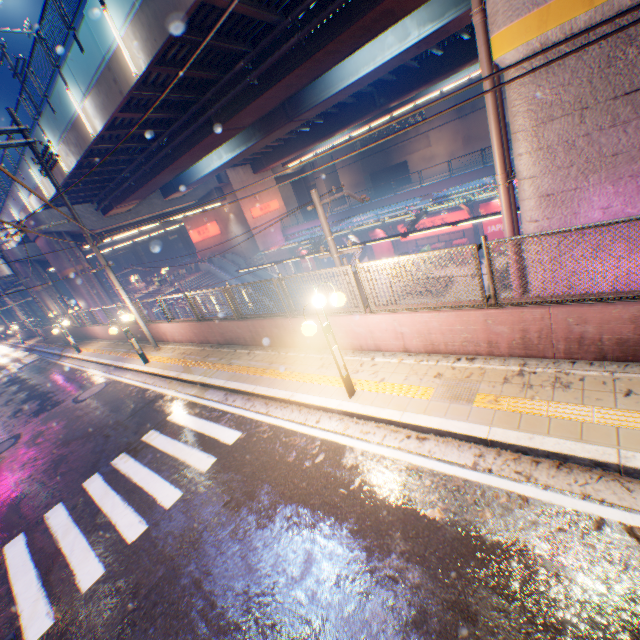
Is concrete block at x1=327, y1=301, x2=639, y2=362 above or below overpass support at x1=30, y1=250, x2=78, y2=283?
below

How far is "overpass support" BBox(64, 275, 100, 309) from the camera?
24.7m

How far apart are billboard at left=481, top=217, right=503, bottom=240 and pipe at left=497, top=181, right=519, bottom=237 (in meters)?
Result: 20.87

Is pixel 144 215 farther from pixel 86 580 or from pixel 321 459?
pixel 321 459

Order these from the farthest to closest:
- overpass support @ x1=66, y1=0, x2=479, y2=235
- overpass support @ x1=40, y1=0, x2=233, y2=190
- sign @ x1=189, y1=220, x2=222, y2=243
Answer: sign @ x1=189, y1=220, x2=222, y2=243
overpass support @ x1=66, y1=0, x2=479, y2=235
overpass support @ x1=40, y1=0, x2=233, y2=190

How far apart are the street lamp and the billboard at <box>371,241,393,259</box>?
26.5 meters

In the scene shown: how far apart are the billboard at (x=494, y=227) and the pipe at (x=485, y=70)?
20.9 meters

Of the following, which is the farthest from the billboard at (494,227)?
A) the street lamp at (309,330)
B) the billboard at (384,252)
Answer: the street lamp at (309,330)
